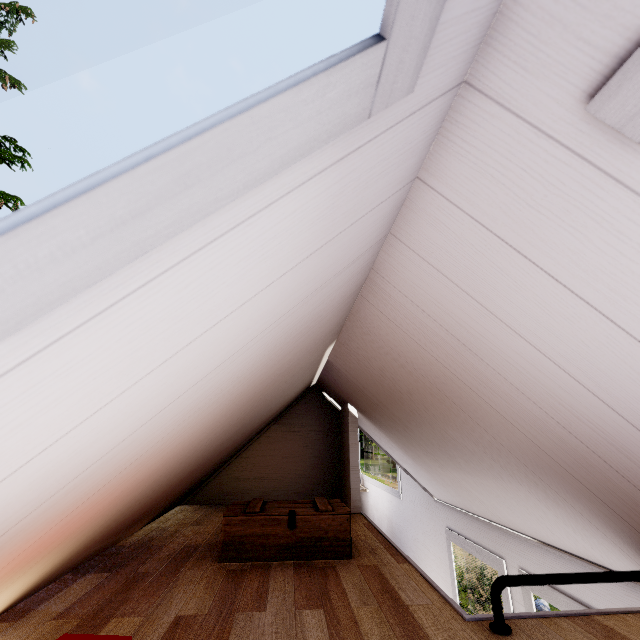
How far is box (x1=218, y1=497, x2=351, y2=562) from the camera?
1.80m

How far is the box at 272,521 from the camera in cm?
180

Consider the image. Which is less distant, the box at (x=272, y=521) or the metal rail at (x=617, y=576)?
the metal rail at (x=617, y=576)

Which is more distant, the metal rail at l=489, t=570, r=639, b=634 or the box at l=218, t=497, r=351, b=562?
the box at l=218, t=497, r=351, b=562

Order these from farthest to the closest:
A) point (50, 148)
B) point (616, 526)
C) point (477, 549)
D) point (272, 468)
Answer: point (50, 148)
point (272, 468)
point (477, 549)
point (616, 526)
